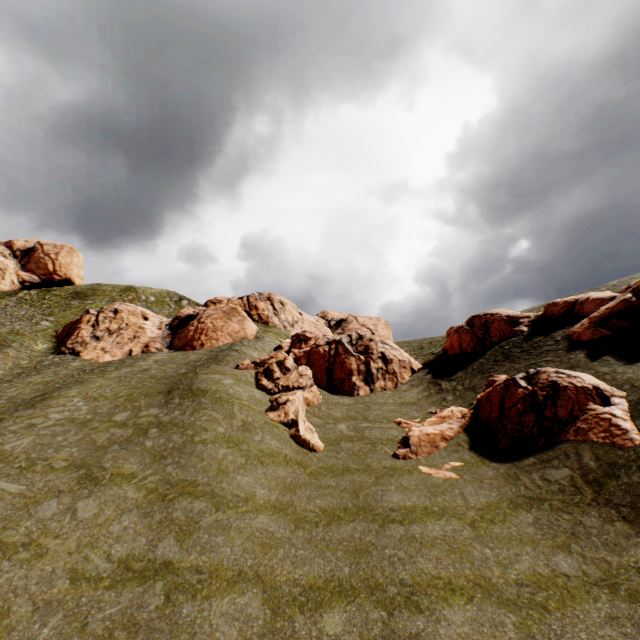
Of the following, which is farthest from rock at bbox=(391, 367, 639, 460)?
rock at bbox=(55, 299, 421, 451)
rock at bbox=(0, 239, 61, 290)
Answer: rock at bbox=(0, 239, 61, 290)

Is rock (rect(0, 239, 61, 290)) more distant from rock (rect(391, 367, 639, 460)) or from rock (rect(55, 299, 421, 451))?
rock (rect(55, 299, 421, 451))

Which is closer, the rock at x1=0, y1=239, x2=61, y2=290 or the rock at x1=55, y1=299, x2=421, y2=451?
the rock at x1=55, y1=299, x2=421, y2=451

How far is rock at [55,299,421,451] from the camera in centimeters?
2264cm

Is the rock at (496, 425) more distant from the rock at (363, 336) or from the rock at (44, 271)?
the rock at (44, 271)

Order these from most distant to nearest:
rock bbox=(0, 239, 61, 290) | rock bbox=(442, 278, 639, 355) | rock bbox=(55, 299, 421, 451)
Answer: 1. rock bbox=(0, 239, 61, 290)
2. rock bbox=(55, 299, 421, 451)
3. rock bbox=(442, 278, 639, 355)

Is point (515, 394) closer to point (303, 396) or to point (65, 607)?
point (303, 396)

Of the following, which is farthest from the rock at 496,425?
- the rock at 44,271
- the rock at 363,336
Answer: the rock at 44,271
